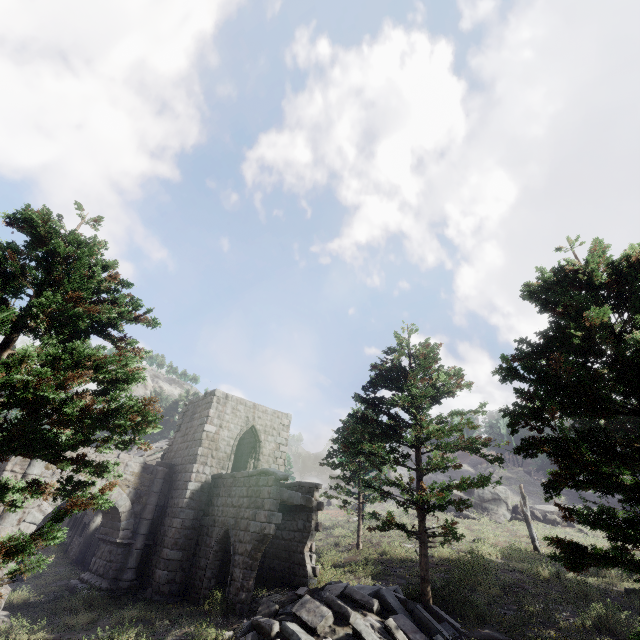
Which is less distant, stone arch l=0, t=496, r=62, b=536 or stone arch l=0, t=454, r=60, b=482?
stone arch l=0, t=496, r=62, b=536

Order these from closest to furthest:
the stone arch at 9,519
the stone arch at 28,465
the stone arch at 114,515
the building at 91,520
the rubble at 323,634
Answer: the rubble at 323,634, the stone arch at 9,519, the stone arch at 28,465, the stone arch at 114,515, the building at 91,520

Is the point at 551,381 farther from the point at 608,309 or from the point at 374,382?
the point at 374,382

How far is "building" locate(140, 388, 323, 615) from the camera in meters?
13.2

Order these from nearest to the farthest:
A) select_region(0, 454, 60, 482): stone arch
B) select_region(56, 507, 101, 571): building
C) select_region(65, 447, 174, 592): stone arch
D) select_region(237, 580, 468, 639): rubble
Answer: select_region(237, 580, 468, 639): rubble → select_region(0, 454, 60, 482): stone arch → select_region(65, 447, 174, 592): stone arch → select_region(56, 507, 101, 571): building

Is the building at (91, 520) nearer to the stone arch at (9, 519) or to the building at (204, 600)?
the building at (204, 600)

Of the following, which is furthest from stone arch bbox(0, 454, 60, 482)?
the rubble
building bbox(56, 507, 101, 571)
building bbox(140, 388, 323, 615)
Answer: the rubble

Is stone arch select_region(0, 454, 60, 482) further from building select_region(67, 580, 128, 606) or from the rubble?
the rubble
